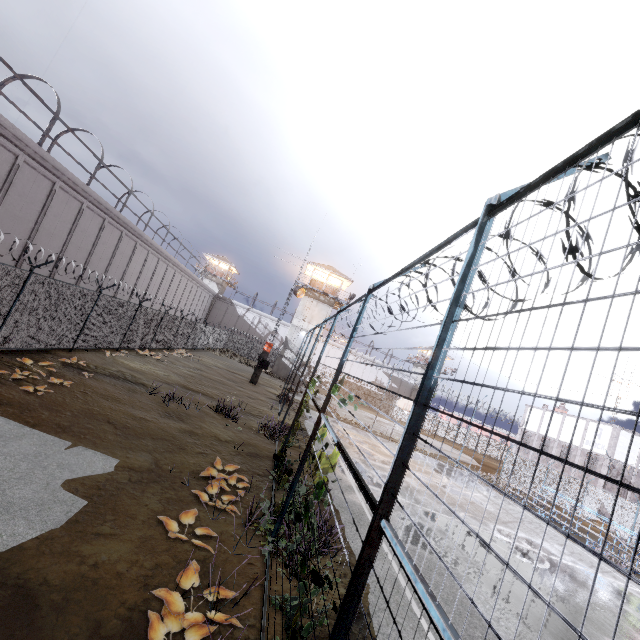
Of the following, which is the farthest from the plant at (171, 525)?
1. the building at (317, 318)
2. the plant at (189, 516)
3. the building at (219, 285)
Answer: the building at (219, 285)

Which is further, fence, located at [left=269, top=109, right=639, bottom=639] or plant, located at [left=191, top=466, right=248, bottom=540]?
plant, located at [left=191, top=466, right=248, bottom=540]

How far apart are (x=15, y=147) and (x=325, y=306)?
30.0 meters

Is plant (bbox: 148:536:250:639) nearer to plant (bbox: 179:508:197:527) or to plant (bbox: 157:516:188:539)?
plant (bbox: 157:516:188:539)

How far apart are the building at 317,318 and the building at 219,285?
23.62m

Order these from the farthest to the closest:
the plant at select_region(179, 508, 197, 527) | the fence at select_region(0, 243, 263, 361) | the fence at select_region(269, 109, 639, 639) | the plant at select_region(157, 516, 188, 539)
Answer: the fence at select_region(0, 243, 263, 361), the plant at select_region(179, 508, 197, 527), the plant at select_region(157, 516, 188, 539), the fence at select_region(269, 109, 639, 639)

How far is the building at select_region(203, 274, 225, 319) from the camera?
57.4m
